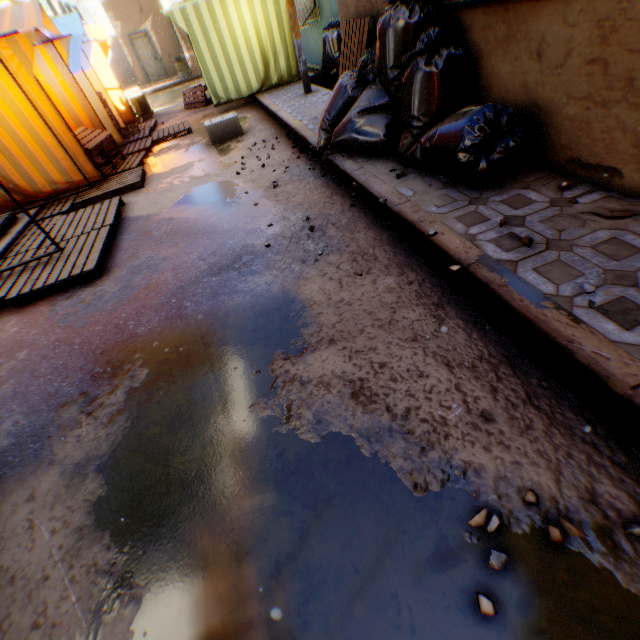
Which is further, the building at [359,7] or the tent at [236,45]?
the tent at [236,45]

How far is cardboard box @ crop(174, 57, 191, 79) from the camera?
18.39m

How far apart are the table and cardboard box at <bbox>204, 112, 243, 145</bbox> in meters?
1.9

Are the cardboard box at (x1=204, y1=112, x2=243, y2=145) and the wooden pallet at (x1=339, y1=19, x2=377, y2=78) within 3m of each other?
yes

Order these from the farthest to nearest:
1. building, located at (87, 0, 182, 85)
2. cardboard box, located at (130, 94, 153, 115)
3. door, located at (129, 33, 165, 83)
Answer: door, located at (129, 33, 165, 83), building, located at (87, 0, 182, 85), cardboard box, located at (130, 94, 153, 115)

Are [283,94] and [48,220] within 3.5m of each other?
no

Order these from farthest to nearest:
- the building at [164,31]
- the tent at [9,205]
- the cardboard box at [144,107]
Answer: the building at [164,31] < the cardboard box at [144,107] < the tent at [9,205]

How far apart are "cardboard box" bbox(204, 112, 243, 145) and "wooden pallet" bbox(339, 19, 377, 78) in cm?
223
